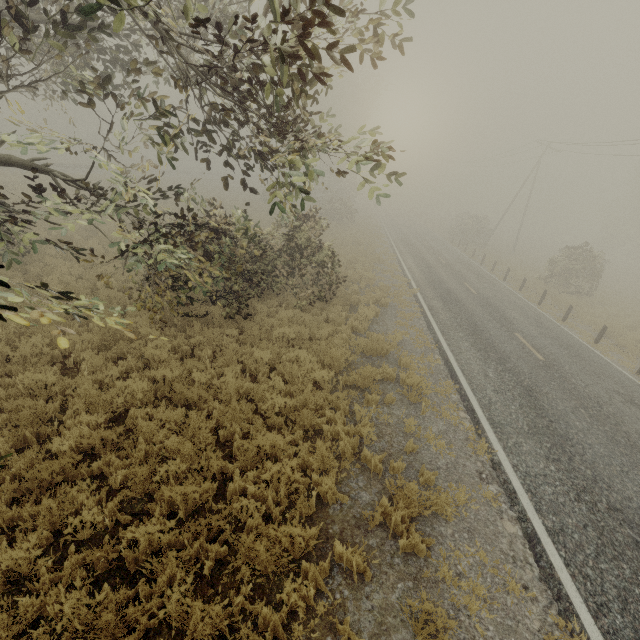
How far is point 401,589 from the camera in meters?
4.5 m

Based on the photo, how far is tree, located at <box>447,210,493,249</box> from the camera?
37.0m

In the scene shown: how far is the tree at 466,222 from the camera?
37.0m
